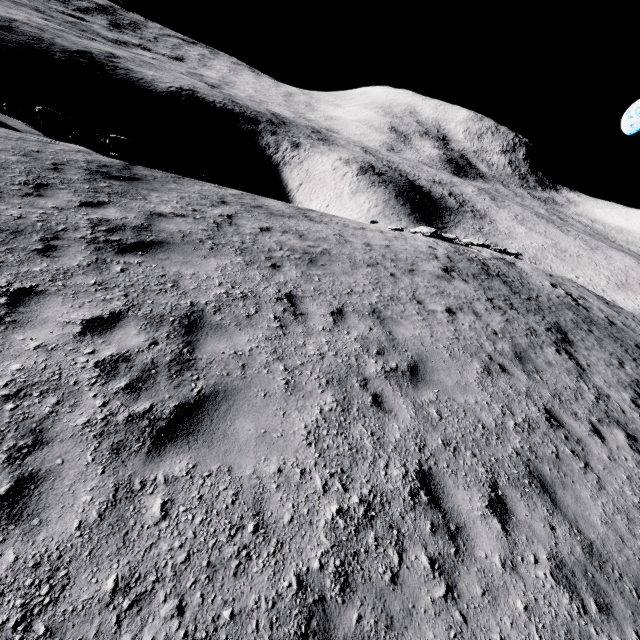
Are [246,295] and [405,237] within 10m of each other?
no

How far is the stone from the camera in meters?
11.9

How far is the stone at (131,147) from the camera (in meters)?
11.88
